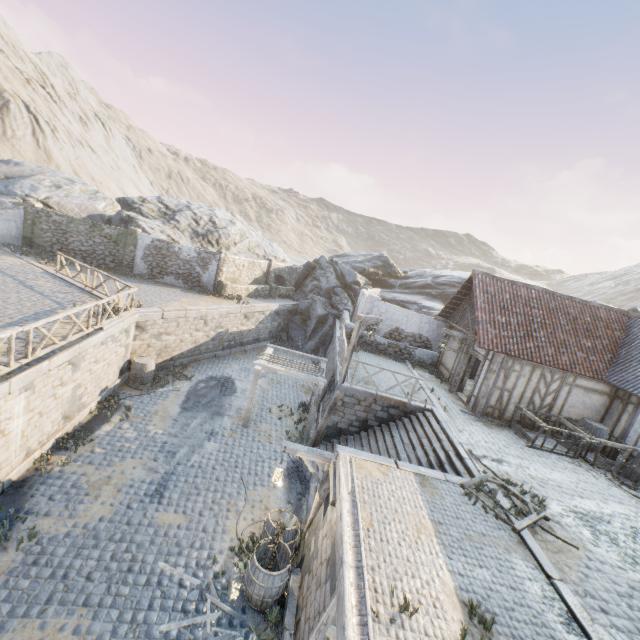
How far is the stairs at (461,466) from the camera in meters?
10.1

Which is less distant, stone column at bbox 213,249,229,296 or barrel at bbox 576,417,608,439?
barrel at bbox 576,417,608,439

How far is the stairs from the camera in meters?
→ 10.1

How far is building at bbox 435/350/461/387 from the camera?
16.70m

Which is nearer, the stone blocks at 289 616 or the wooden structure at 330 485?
the stone blocks at 289 616

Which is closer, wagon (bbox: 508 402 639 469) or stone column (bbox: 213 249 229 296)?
wagon (bbox: 508 402 639 469)

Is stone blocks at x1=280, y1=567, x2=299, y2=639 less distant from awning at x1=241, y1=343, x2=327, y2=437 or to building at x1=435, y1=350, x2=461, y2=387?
awning at x1=241, y1=343, x2=327, y2=437

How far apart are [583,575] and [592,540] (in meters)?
1.65
